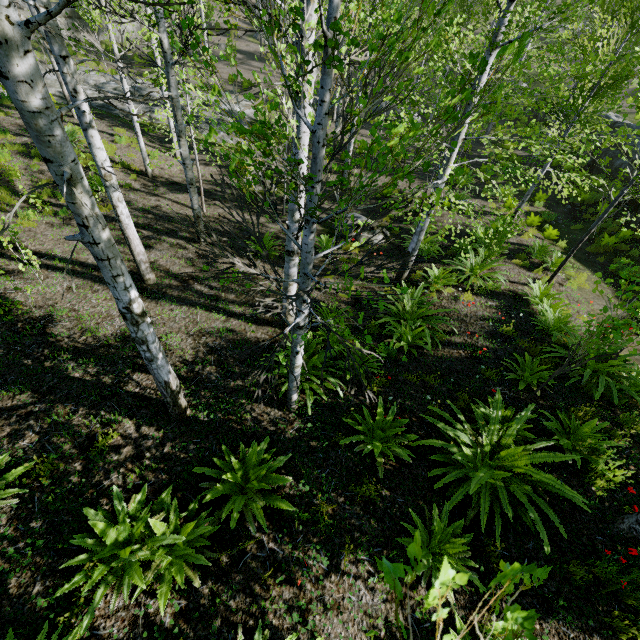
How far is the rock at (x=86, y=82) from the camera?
16.3 meters

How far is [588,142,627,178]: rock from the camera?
16.0m

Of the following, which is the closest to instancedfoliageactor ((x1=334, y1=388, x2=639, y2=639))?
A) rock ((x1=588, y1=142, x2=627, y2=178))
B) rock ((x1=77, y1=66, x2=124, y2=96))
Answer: rock ((x1=588, y1=142, x2=627, y2=178))

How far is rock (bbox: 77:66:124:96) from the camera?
16.31m

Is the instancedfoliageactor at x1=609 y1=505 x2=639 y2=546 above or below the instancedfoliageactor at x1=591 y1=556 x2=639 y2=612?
below

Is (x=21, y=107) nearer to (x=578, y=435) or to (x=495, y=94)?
(x=495, y=94)

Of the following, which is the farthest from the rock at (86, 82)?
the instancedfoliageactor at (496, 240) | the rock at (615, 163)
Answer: the rock at (615, 163)
